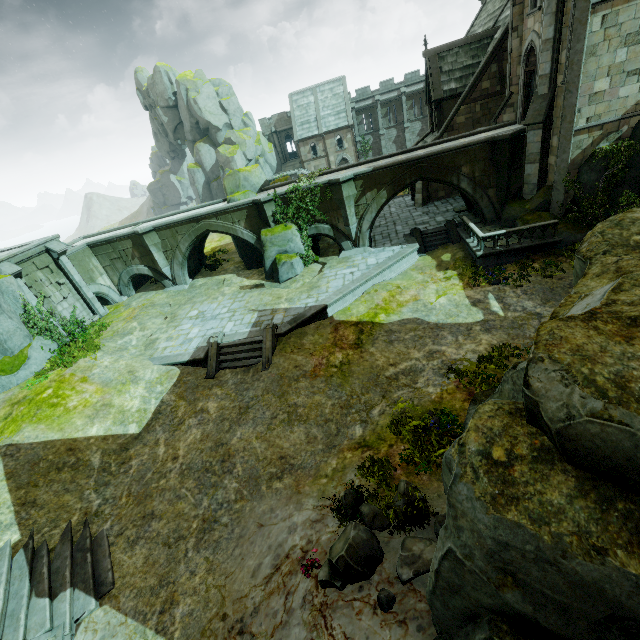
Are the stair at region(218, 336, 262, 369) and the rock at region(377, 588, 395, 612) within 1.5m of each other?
no

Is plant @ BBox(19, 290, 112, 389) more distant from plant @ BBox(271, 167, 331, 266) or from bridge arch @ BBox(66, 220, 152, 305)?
plant @ BBox(271, 167, 331, 266)

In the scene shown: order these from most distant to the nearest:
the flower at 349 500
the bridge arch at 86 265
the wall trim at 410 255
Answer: the bridge arch at 86 265 → the wall trim at 410 255 → the flower at 349 500

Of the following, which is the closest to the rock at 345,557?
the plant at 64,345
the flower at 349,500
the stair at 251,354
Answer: the flower at 349,500

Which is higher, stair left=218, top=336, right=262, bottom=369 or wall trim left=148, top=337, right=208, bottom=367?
wall trim left=148, top=337, right=208, bottom=367

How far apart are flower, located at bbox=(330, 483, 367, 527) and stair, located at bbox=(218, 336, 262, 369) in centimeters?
797cm

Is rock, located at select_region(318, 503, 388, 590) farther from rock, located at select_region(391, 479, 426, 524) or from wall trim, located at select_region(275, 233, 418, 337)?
wall trim, located at select_region(275, 233, 418, 337)

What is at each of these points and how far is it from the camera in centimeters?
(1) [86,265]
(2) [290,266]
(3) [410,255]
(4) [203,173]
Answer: (1) bridge arch, 2380cm
(2) rock, 2061cm
(3) wall trim, 2038cm
(4) rock, 5084cm
